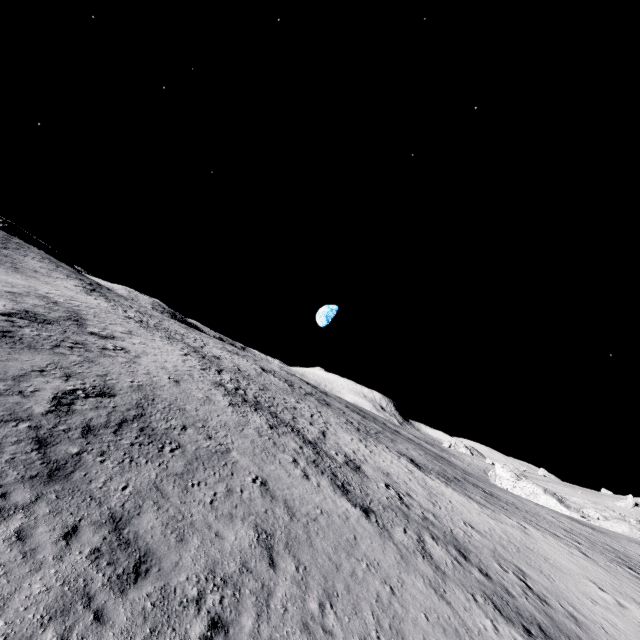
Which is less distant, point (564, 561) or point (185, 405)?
point (185, 405)
